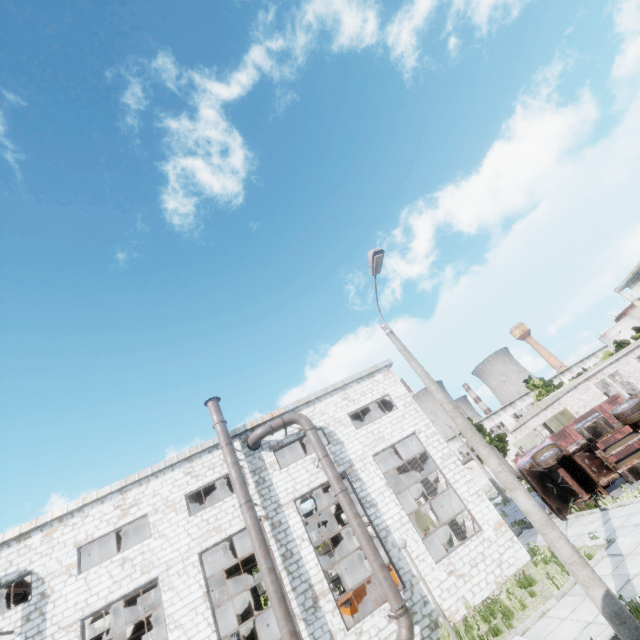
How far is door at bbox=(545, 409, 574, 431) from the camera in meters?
29.7

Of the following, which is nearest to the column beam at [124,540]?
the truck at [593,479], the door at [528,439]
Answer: the truck at [593,479]

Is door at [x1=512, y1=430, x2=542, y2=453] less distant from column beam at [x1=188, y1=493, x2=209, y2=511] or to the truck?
the truck

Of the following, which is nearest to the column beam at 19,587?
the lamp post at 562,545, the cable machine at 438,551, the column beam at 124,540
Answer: the column beam at 124,540

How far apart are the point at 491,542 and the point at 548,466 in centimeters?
491cm

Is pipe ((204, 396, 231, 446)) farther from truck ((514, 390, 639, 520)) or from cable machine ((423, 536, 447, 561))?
truck ((514, 390, 639, 520))

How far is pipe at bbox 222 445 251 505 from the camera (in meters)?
14.20

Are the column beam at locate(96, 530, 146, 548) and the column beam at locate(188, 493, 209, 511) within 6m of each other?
yes
